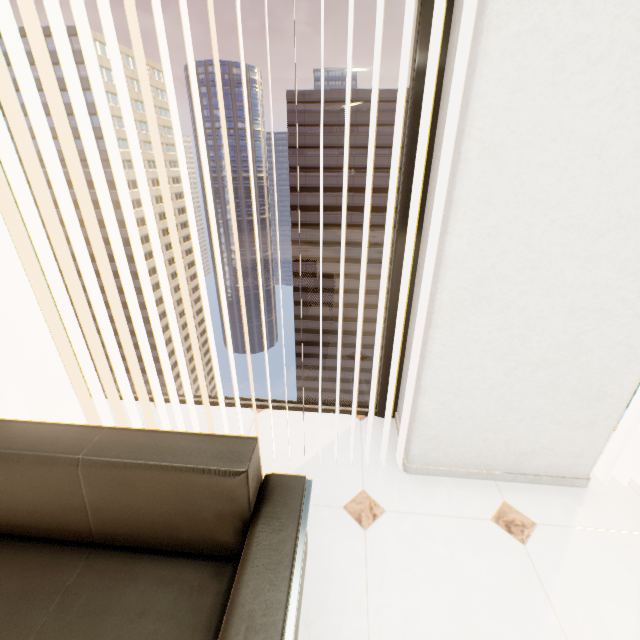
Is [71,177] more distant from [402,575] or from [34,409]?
[402,575]

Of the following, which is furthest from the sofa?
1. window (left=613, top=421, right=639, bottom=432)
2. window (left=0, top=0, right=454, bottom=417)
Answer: window (left=613, top=421, right=639, bottom=432)

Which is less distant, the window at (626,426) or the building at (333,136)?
the window at (626,426)

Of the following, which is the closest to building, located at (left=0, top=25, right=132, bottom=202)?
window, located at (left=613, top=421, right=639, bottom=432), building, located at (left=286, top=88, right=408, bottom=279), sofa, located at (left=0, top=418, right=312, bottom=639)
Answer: building, located at (left=286, top=88, right=408, bottom=279)

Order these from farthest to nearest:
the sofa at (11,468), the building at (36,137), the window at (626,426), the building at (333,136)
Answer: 1. the building at (36,137)
2. the building at (333,136)
3. the window at (626,426)
4. the sofa at (11,468)

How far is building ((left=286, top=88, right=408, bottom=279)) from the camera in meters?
48.7

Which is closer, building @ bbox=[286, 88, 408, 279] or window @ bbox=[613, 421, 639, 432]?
window @ bbox=[613, 421, 639, 432]

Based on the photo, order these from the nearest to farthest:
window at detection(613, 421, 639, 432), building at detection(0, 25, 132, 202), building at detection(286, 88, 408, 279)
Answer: window at detection(613, 421, 639, 432) < building at detection(286, 88, 408, 279) < building at detection(0, 25, 132, 202)
